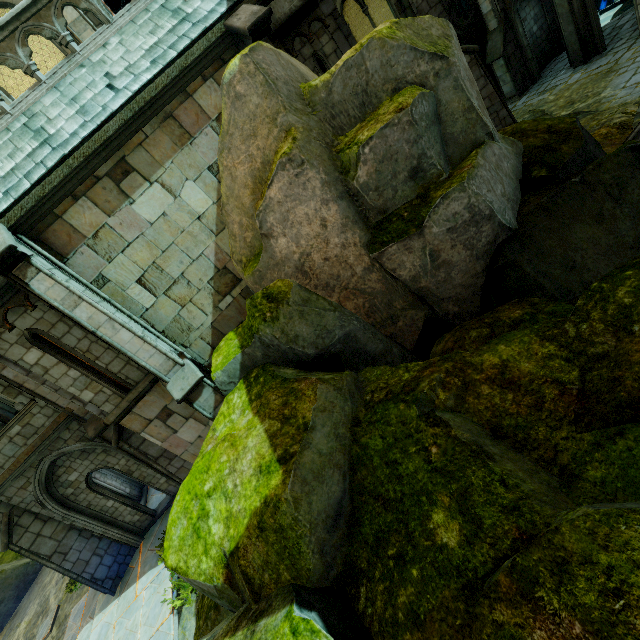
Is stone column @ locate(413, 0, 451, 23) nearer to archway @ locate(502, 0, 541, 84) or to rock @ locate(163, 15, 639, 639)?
rock @ locate(163, 15, 639, 639)

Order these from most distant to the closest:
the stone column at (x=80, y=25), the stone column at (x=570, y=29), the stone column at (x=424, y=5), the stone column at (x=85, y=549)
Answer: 1. the stone column at (x=570, y=29)
2. the stone column at (x=424, y=5)
3. the stone column at (x=85, y=549)
4. the stone column at (x=80, y=25)

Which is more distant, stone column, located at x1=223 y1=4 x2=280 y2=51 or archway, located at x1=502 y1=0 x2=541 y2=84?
archway, located at x1=502 y1=0 x2=541 y2=84

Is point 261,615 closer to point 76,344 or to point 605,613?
point 605,613

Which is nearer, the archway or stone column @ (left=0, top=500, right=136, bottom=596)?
stone column @ (left=0, top=500, right=136, bottom=596)

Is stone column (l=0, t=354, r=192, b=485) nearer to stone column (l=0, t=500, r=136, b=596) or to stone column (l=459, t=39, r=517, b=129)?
stone column (l=0, t=500, r=136, b=596)

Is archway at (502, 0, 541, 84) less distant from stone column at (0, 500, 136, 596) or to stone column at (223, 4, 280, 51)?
stone column at (223, 4, 280, 51)

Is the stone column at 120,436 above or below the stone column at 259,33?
below
